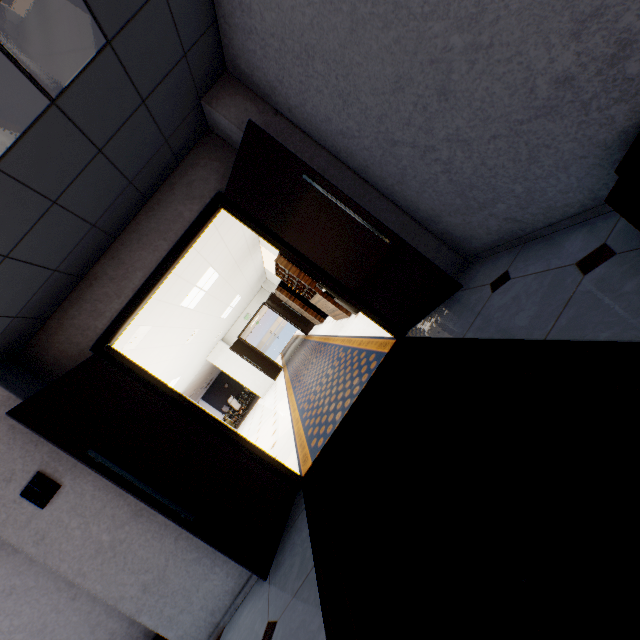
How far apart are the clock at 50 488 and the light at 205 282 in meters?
3.9 m

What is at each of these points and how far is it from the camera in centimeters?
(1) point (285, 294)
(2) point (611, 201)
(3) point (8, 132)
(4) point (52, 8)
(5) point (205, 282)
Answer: (1) cupboard, 1205cm
(2) cupboard, 137cm
(3) light, 178cm
(4) light, 159cm
(5) light, 674cm

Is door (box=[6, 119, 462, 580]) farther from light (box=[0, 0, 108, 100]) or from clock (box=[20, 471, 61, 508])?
light (box=[0, 0, 108, 100])

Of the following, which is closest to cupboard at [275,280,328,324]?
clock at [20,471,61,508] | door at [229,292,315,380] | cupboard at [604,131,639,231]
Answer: door at [229,292,315,380]

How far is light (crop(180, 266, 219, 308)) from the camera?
6.37m

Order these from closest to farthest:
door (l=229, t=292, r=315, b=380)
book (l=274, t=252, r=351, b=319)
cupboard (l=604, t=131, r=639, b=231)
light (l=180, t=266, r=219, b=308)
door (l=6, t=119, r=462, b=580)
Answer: cupboard (l=604, t=131, r=639, b=231) → door (l=6, t=119, r=462, b=580) → light (l=180, t=266, r=219, b=308) → book (l=274, t=252, r=351, b=319) → door (l=229, t=292, r=315, b=380)

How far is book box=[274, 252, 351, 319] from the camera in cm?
740

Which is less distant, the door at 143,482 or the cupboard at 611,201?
the cupboard at 611,201
